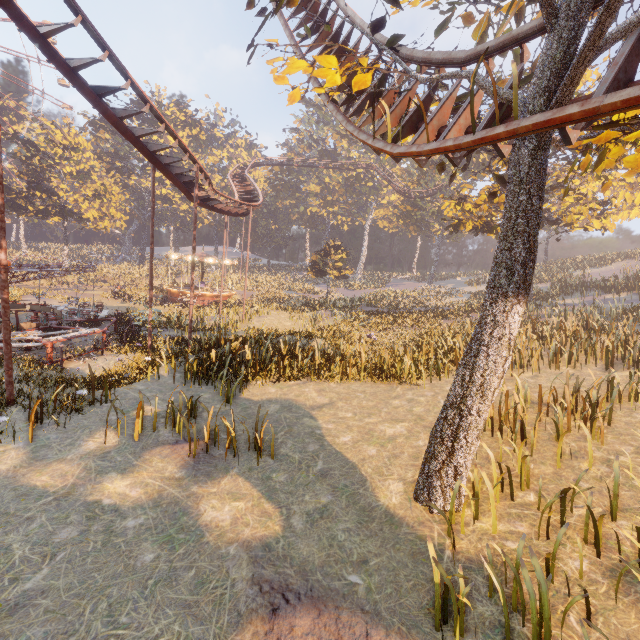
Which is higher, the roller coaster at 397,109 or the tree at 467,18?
the tree at 467,18

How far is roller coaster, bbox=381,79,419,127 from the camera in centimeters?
829cm

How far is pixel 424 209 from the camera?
50.1m

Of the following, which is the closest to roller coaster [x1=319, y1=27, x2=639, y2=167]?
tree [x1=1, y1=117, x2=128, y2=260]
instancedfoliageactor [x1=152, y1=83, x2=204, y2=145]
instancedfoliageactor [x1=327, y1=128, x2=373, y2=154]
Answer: instancedfoliageactor [x1=152, y1=83, x2=204, y2=145]

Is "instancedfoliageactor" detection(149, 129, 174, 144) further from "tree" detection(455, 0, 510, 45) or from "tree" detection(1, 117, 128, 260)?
"tree" detection(455, 0, 510, 45)

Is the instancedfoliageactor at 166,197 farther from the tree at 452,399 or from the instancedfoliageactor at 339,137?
the tree at 452,399

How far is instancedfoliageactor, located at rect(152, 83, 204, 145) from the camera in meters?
54.6 m

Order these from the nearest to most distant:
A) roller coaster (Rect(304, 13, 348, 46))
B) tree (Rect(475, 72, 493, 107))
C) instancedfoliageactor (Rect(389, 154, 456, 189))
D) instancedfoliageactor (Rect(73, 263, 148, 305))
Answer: tree (Rect(475, 72, 493, 107)) < roller coaster (Rect(304, 13, 348, 46)) < instancedfoliageactor (Rect(73, 263, 148, 305)) < instancedfoliageactor (Rect(389, 154, 456, 189))
